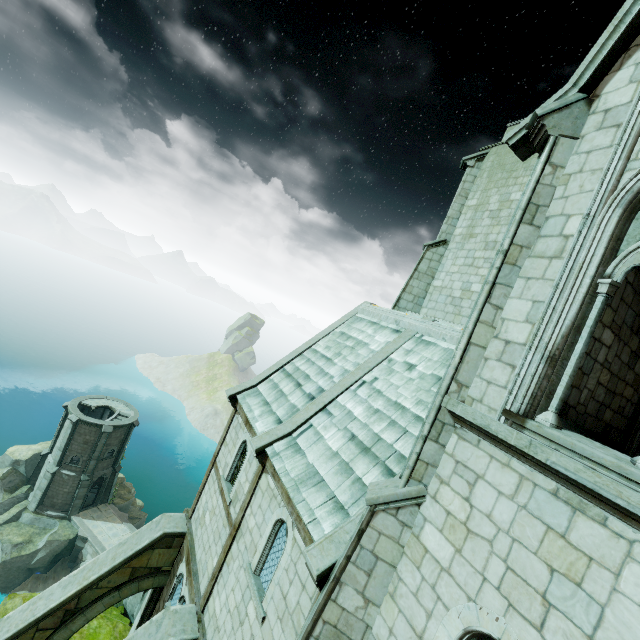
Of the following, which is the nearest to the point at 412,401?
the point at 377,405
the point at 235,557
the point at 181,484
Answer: the point at 377,405

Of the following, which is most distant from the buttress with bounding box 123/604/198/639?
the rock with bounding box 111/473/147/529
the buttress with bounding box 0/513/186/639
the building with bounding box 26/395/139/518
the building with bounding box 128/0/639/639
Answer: the rock with bounding box 111/473/147/529

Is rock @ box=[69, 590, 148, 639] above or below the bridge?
above

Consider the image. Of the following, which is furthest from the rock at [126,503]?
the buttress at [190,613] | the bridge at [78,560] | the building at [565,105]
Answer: the buttress at [190,613]

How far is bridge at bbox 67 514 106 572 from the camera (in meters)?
30.86

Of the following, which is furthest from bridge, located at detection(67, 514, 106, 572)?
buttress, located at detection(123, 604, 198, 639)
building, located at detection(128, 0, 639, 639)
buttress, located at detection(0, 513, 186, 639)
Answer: buttress, located at detection(123, 604, 198, 639)

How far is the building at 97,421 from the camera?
32.5 meters

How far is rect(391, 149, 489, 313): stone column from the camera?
14.63m
